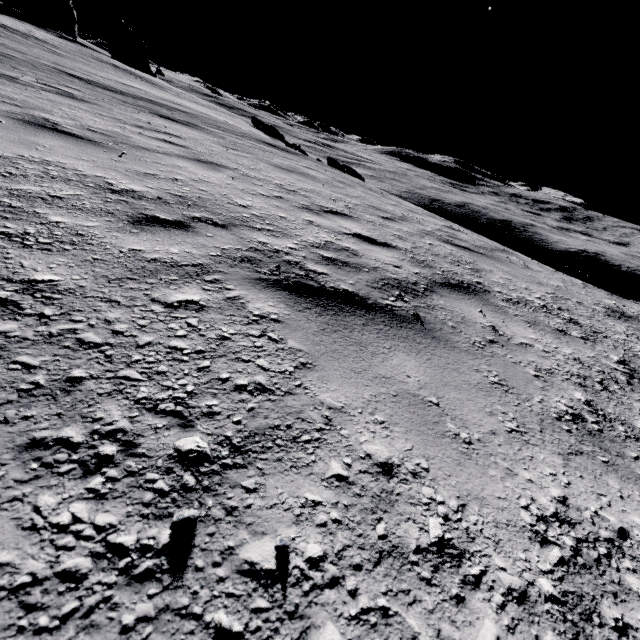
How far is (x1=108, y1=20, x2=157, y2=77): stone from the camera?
51.3m

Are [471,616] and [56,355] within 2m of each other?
yes

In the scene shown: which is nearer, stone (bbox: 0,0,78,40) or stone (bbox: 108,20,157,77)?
stone (bbox: 0,0,78,40)

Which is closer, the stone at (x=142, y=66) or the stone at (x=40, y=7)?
the stone at (x=40, y=7)

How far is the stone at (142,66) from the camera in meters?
51.3
